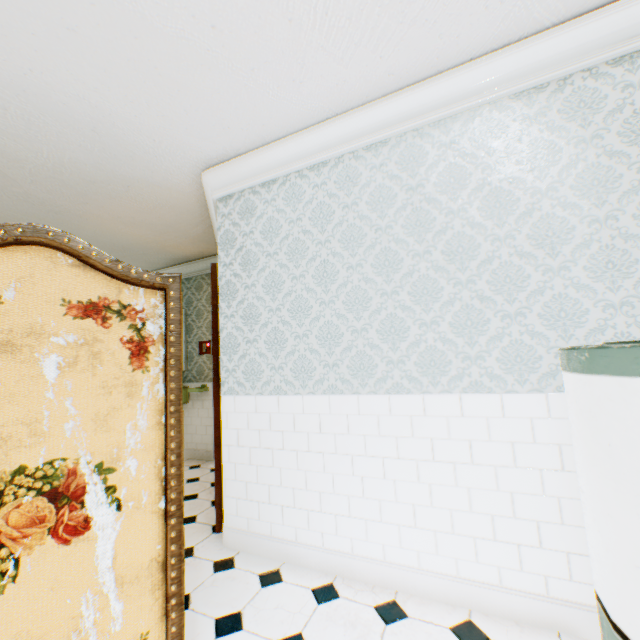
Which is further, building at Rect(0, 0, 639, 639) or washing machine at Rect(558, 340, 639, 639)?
building at Rect(0, 0, 639, 639)

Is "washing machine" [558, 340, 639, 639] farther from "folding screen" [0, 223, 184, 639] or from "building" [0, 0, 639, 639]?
"folding screen" [0, 223, 184, 639]

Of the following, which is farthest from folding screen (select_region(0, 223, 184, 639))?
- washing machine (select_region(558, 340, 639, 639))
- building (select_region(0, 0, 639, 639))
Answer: washing machine (select_region(558, 340, 639, 639))

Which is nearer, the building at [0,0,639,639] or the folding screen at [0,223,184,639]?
the folding screen at [0,223,184,639]

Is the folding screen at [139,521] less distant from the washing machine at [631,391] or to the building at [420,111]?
the building at [420,111]

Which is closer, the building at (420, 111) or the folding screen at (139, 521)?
the folding screen at (139, 521)

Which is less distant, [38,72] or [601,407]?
[601,407]
